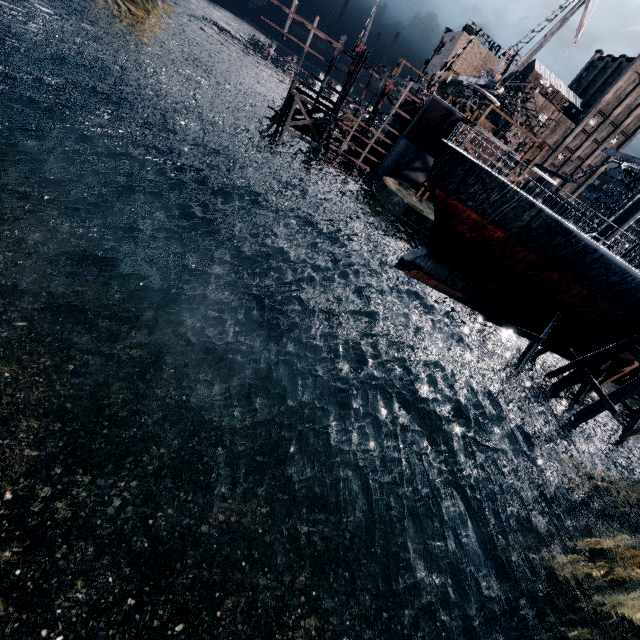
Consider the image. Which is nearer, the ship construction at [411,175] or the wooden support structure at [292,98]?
the ship construction at [411,175]

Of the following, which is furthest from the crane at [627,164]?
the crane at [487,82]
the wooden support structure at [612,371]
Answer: the wooden support structure at [612,371]

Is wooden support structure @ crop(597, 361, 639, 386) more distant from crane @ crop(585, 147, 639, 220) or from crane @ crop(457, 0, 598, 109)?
crane @ crop(457, 0, 598, 109)

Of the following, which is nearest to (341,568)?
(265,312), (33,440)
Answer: (33,440)

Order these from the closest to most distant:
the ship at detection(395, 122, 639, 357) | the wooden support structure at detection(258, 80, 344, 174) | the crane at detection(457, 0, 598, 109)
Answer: the ship at detection(395, 122, 639, 357), the wooden support structure at detection(258, 80, 344, 174), the crane at detection(457, 0, 598, 109)

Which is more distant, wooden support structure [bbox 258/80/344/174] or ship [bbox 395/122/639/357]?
wooden support structure [bbox 258/80/344/174]

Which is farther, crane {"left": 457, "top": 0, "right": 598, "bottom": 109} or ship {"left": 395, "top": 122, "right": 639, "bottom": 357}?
crane {"left": 457, "top": 0, "right": 598, "bottom": 109}

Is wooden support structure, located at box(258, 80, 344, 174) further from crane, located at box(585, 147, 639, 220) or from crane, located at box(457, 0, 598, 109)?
crane, located at box(457, 0, 598, 109)
